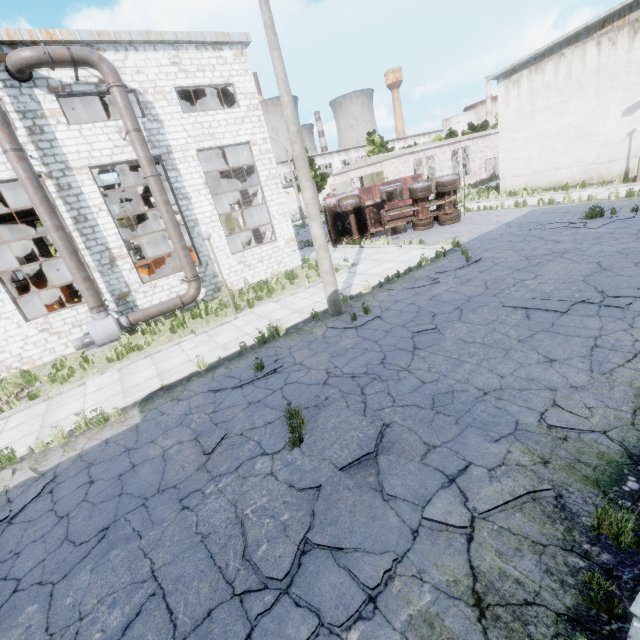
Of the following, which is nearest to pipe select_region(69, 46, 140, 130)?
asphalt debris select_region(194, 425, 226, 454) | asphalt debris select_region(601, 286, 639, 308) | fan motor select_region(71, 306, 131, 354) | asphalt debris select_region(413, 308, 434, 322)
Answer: fan motor select_region(71, 306, 131, 354)

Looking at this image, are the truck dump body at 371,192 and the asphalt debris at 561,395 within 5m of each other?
no

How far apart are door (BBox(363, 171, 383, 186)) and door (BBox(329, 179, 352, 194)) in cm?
532

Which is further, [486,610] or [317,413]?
[317,413]

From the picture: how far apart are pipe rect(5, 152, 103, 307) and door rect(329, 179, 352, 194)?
31.6m

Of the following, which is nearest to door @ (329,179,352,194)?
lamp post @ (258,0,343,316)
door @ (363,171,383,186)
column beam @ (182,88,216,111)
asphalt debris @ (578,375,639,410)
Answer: door @ (363,171,383,186)

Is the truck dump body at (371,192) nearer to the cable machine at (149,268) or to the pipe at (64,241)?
the cable machine at (149,268)

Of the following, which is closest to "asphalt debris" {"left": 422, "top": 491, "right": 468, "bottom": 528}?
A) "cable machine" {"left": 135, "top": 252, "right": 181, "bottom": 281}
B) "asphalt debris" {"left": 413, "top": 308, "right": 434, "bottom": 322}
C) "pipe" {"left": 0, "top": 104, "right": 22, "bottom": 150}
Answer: "asphalt debris" {"left": 413, "top": 308, "right": 434, "bottom": 322}
